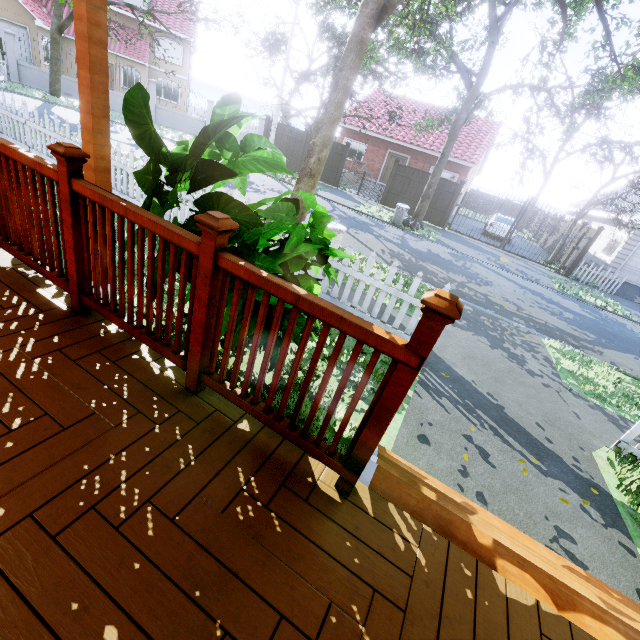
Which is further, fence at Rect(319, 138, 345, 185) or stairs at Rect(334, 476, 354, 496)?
fence at Rect(319, 138, 345, 185)

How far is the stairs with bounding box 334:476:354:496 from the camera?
1.65m

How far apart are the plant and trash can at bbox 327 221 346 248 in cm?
443

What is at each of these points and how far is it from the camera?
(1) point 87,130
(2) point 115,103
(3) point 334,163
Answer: (1) wooden, 2.9m
(2) fence, 21.3m
(3) fence, 19.8m

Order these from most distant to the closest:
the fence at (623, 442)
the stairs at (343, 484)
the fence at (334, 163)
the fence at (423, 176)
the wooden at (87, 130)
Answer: the fence at (334, 163)
the fence at (423, 176)
the fence at (623, 442)
the wooden at (87, 130)
the stairs at (343, 484)

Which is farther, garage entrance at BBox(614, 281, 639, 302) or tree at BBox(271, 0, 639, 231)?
garage entrance at BBox(614, 281, 639, 302)

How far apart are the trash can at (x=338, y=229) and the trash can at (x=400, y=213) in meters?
9.1 m

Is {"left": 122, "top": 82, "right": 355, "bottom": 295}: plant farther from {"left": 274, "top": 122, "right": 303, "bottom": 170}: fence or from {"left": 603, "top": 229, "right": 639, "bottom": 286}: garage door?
{"left": 603, "top": 229, "right": 639, "bottom": 286}: garage door
